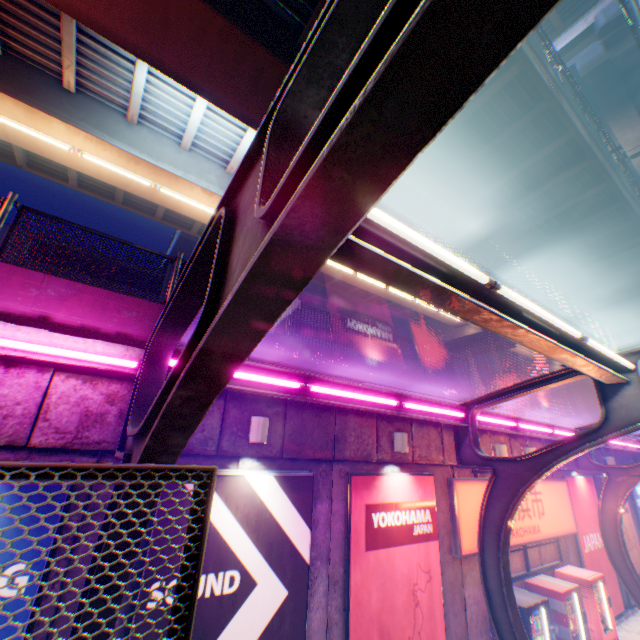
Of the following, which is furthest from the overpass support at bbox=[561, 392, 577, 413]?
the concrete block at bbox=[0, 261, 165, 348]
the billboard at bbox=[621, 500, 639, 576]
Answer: the billboard at bbox=[621, 500, 639, 576]

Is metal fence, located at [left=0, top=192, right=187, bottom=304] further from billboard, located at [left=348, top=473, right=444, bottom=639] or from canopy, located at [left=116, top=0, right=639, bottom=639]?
billboard, located at [left=348, top=473, right=444, bottom=639]

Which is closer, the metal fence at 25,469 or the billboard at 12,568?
the metal fence at 25,469

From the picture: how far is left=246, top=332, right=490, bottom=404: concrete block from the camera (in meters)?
6.43

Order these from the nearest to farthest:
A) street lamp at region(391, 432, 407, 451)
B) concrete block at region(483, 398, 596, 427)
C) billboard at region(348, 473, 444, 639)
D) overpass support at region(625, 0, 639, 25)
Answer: billboard at region(348, 473, 444, 639), street lamp at region(391, 432, 407, 451), overpass support at region(625, 0, 639, 25), concrete block at region(483, 398, 596, 427)

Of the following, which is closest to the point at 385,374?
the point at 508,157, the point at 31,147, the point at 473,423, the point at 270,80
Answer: the point at 473,423

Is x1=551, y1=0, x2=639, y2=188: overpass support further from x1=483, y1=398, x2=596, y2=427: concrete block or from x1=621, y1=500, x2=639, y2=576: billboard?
x1=621, y1=500, x2=639, y2=576: billboard

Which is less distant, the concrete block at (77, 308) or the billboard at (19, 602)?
the billboard at (19, 602)
